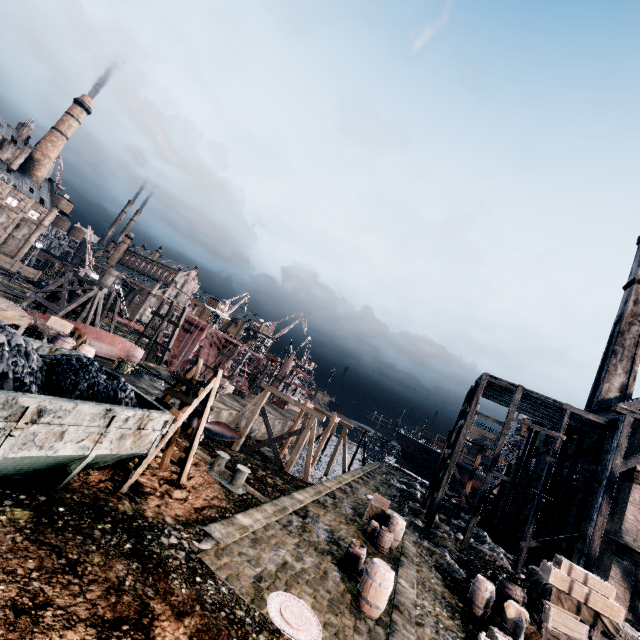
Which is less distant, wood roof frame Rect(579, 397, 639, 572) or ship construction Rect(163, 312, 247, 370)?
wood roof frame Rect(579, 397, 639, 572)

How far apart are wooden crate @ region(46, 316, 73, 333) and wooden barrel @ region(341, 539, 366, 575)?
20.8 meters

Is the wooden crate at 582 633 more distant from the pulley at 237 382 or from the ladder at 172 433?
the pulley at 237 382

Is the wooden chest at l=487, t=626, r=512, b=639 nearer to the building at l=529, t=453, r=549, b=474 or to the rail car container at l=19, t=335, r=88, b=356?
the rail car container at l=19, t=335, r=88, b=356

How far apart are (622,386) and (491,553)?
30.9m

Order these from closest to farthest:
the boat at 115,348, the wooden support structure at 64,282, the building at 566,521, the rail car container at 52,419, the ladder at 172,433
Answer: the rail car container at 52,419 < the ladder at 172,433 < the boat at 115,348 < the building at 566,521 < the wooden support structure at 64,282

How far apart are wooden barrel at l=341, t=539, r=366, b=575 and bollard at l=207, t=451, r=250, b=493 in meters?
5.1

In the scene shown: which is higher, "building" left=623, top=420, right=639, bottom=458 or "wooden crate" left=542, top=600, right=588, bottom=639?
"building" left=623, top=420, right=639, bottom=458
